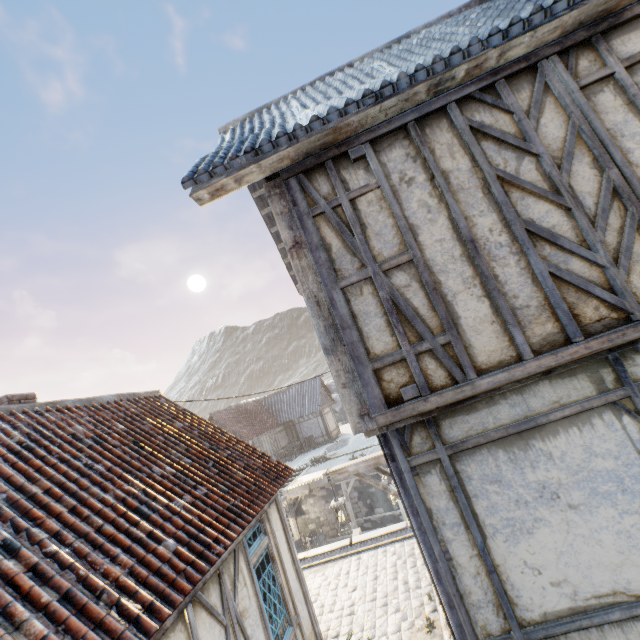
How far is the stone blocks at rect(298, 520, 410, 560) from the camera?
9.3m

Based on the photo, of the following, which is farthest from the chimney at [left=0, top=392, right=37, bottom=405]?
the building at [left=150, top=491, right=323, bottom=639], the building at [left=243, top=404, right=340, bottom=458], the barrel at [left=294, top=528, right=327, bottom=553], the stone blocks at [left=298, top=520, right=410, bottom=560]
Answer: the building at [left=243, top=404, right=340, bottom=458]

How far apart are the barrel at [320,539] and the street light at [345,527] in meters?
12.1 m

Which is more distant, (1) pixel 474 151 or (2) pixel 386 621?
(2) pixel 386 621

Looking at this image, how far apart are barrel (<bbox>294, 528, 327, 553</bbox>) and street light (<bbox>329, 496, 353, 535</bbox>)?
12.14m

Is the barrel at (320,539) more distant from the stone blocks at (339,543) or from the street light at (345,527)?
the street light at (345,527)

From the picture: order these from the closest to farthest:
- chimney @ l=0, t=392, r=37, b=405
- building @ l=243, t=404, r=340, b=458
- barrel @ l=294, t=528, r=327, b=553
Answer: chimney @ l=0, t=392, r=37, b=405 → barrel @ l=294, t=528, r=327, b=553 → building @ l=243, t=404, r=340, b=458

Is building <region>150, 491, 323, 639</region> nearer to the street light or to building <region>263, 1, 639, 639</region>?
the street light
